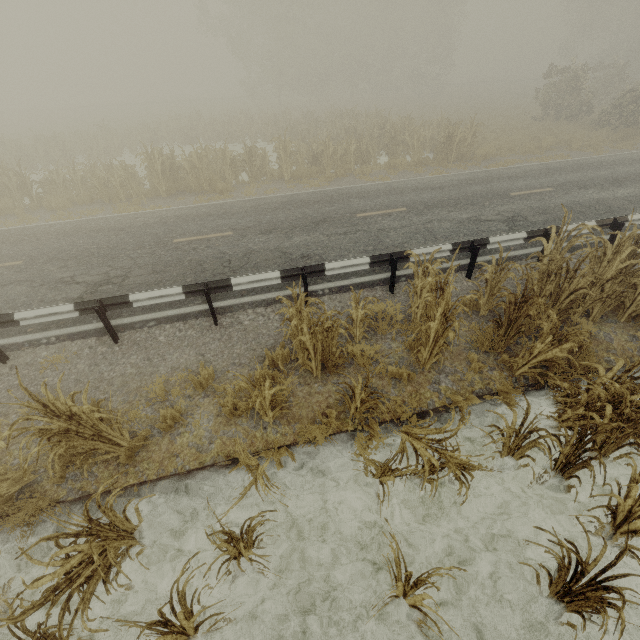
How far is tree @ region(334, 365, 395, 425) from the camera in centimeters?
393cm

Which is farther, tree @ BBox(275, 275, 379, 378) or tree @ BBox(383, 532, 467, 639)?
tree @ BBox(275, 275, 379, 378)

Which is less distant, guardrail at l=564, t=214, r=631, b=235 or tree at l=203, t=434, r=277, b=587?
tree at l=203, t=434, r=277, b=587

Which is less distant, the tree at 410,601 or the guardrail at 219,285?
the tree at 410,601

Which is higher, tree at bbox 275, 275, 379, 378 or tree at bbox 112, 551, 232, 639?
tree at bbox 275, 275, 379, 378

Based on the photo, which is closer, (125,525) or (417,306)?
(125,525)

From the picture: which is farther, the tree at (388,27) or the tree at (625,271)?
the tree at (388,27)

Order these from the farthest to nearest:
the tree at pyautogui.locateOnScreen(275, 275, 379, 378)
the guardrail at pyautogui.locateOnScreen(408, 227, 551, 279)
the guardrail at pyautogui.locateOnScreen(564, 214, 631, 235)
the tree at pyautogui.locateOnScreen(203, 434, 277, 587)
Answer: the guardrail at pyautogui.locateOnScreen(564, 214, 631, 235)
the guardrail at pyautogui.locateOnScreen(408, 227, 551, 279)
the tree at pyautogui.locateOnScreen(275, 275, 379, 378)
the tree at pyautogui.locateOnScreen(203, 434, 277, 587)
